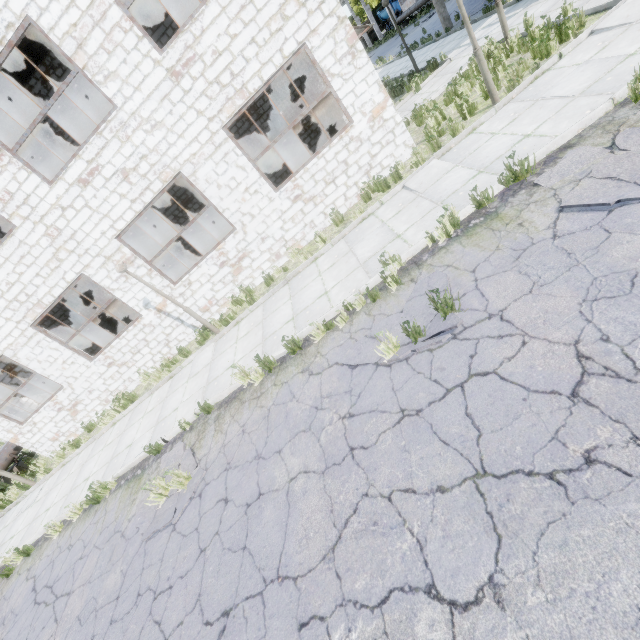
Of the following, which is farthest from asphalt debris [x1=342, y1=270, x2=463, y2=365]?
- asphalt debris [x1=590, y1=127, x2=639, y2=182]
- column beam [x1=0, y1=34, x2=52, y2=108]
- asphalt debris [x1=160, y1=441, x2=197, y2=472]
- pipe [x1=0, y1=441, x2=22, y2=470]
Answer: column beam [x1=0, y1=34, x2=52, y2=108]

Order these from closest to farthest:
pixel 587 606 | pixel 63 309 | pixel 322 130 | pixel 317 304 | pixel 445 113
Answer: pixel 587 606
pixel 317 304
pixel 445 113
pixel 322 130
pixel 63 309

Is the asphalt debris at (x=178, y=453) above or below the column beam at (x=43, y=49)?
below

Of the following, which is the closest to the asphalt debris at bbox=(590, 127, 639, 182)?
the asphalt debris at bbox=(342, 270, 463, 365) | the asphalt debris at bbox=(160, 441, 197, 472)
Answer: the asphalt debris at bbox=(342, 270, 463, 365)

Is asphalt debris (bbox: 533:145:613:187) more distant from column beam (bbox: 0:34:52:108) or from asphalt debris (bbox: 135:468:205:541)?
column beam (bbox: 0:34:52:108)

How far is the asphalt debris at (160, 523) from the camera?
5.5m

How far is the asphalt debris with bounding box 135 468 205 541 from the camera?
5.5m
